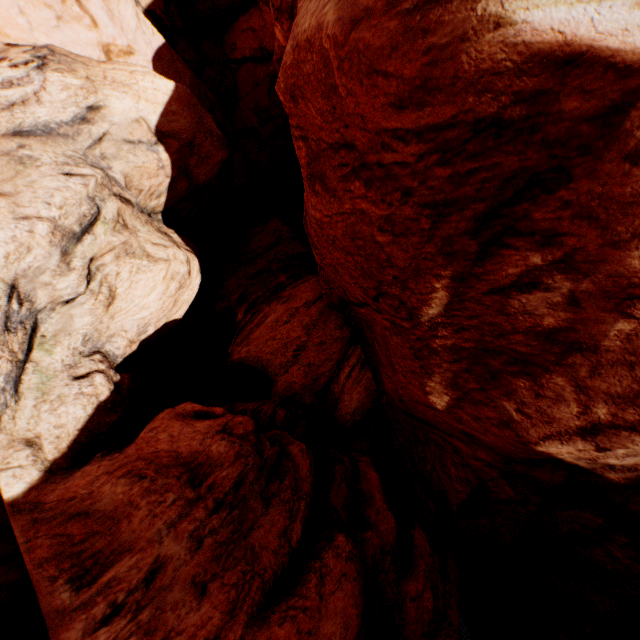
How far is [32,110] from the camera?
6.7 meters
